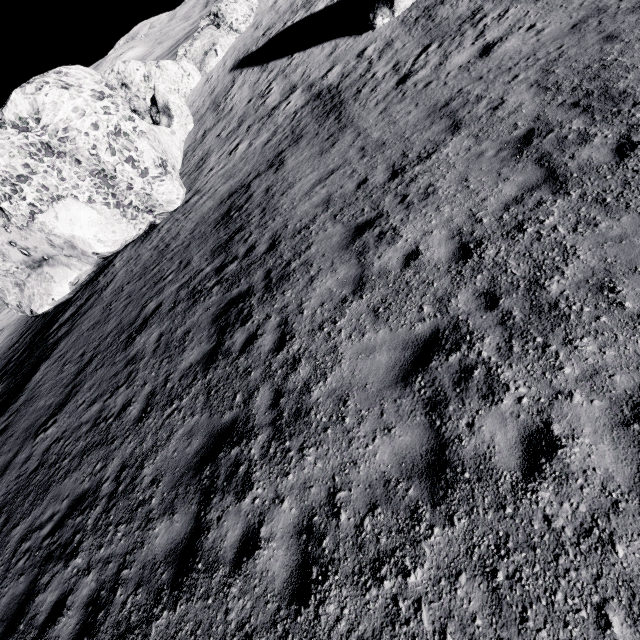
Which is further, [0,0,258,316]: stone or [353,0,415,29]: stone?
[353,0,415,29]: stone

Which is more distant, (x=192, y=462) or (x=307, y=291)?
(x=307, y=291)

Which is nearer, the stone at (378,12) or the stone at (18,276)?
the stone at (18,276)
